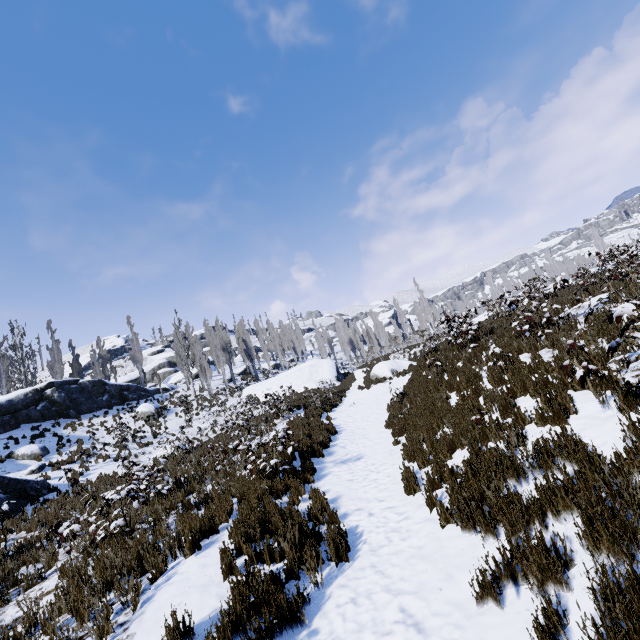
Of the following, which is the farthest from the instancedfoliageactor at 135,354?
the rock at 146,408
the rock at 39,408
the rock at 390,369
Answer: the rock at 390,369

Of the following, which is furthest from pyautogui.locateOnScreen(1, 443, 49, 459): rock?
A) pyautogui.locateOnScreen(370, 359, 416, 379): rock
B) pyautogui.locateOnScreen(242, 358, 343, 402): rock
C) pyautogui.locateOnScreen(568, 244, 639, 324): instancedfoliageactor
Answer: pyautogui.locateOnScreen(370, 359, 416, 379): rock

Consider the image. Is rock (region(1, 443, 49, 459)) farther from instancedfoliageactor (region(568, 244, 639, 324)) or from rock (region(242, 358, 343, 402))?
rock (region(242, 358, 343, 402))

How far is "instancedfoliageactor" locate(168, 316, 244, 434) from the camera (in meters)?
28.16

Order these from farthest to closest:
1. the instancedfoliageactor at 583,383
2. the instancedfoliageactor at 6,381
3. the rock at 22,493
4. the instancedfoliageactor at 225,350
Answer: the instancedfoliageactor at 6,381
the instancedfoliageactor at 225,350
the rock at 22,493
the instancedfoliageactor at 583,383

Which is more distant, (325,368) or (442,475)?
(325,368)

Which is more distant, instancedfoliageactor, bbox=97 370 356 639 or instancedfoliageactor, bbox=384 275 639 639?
instancedfoliageactor, bbox=97 370 356 639
